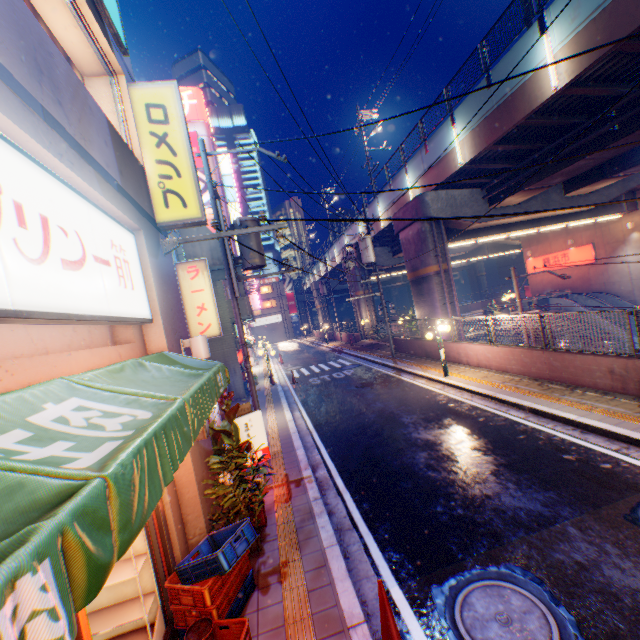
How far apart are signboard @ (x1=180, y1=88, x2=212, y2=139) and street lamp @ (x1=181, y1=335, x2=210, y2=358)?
41.6 meters

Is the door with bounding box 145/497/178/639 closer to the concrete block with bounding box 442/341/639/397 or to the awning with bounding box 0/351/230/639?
the awning with bounding box 0/351/230/639

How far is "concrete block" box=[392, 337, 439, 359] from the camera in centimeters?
1703cm

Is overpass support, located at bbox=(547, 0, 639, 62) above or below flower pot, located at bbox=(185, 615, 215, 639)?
above

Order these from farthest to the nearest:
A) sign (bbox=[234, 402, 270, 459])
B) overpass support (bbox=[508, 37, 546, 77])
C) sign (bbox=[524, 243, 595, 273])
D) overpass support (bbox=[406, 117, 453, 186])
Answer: sign (bbox=[524, 243, 595, 273]) < overpass support (bbox=[406, 117, 453, 186]) < overpass support (bbox=[508, 37, 546, 77]) < sign (bbox=[234, 402, 270, 459])

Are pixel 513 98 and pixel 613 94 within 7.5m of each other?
yes

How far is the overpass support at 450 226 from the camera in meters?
18.8 m

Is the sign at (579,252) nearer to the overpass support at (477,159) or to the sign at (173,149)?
the overpass support at (477,159)
